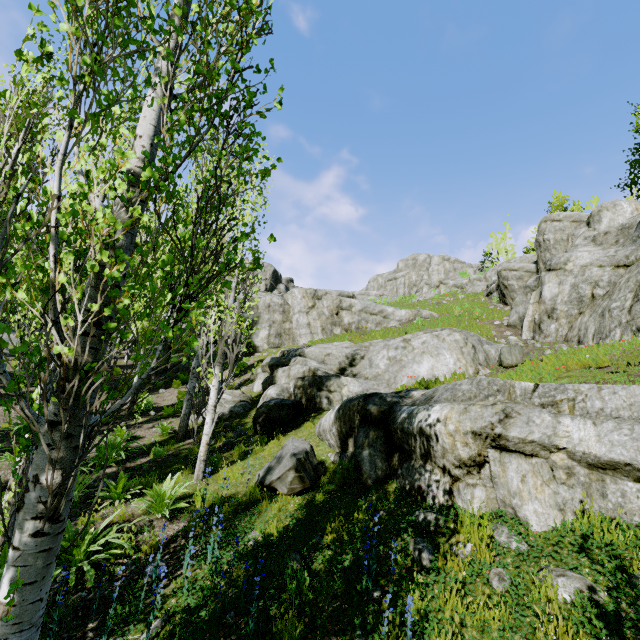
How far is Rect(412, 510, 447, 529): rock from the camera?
4.61m

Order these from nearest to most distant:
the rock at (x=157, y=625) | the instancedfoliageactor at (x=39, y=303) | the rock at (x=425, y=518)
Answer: the instancedfoliageactor at (x=39, y=303) < the rock at (x=157, y=625) < the rock at (x=425, y=518)

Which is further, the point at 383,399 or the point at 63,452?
the point at 383,399

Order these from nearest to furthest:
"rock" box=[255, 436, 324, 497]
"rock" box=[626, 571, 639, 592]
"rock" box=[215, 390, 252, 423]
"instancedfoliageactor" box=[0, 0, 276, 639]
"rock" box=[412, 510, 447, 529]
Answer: "instancedfoliageactor" box=[0, 0, 276, 639]
"rock" box=[626, 571, 639, 592]
"rock" box=[412, 510, 447, 529]
"rock" box=[255, 436, 324, 497]
"rock" box=[215, 390, 252, 423]

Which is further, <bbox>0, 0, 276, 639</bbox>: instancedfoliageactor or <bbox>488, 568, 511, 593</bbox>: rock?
<bbox>488, 568, 511, 593</bbox>: rock

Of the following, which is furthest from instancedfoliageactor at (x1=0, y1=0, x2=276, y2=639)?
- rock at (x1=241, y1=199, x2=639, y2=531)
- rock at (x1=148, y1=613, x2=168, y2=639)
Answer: rock at (x1=148, y1=613, x2=168, y2=639)

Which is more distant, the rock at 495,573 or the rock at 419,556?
the rock at 419,556
